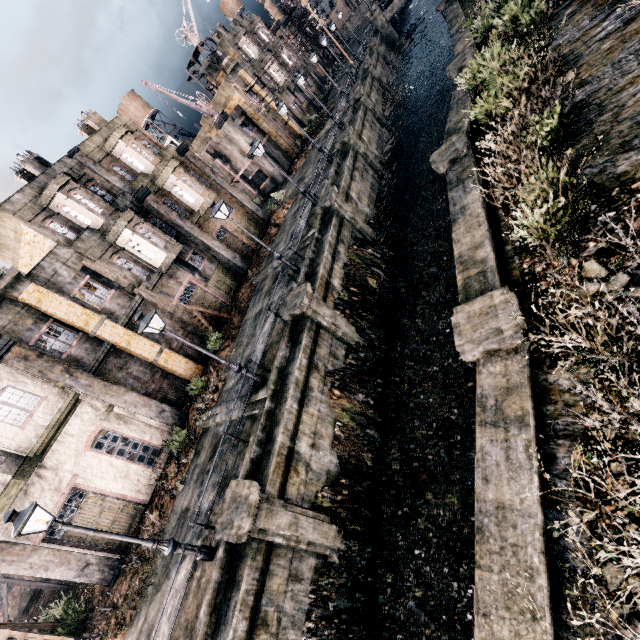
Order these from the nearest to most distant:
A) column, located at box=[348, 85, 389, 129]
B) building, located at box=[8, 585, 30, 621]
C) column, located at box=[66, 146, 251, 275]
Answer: building, located at box=[8, 585, 30, 621] < column, located at box=[66, 146, 251, 275] < column, located at box=[348, 85, 389, 129]

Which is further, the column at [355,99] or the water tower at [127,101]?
the water tower at [127,101]

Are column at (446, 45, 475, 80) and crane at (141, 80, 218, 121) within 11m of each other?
no

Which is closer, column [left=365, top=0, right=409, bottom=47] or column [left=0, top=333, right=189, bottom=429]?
column [left=0, top=333, right=189, bottom=429]

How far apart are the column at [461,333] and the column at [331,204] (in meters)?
13.76

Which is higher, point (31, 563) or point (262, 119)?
point (262, 119)

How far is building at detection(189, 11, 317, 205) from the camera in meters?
36.6 m

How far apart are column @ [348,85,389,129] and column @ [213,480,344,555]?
34.1 meters
